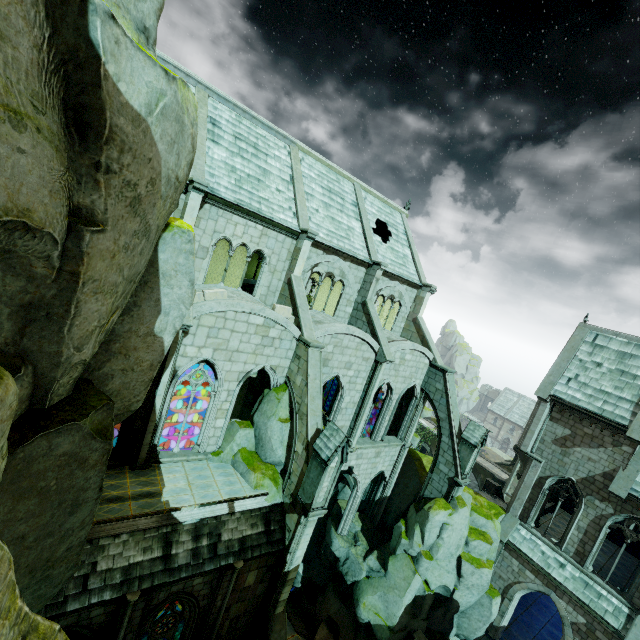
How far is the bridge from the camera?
44.9m

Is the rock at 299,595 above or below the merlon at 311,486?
below

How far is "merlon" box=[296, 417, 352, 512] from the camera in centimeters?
1248cm

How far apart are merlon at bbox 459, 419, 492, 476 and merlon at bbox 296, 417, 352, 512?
10.9 meters

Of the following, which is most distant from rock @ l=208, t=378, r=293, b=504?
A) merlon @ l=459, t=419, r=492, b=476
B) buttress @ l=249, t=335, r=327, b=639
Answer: merlon @ l=459, t=419, r=492, b=476

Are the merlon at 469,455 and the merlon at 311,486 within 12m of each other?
yes

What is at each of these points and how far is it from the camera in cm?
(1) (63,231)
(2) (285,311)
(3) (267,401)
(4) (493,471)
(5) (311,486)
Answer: (1) rock, 479
(2) brick, 1590
(3) rock, 1550
(4) bridge, 4666
(5) merlon, 1283

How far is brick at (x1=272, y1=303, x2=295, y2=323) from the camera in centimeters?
1561cm
